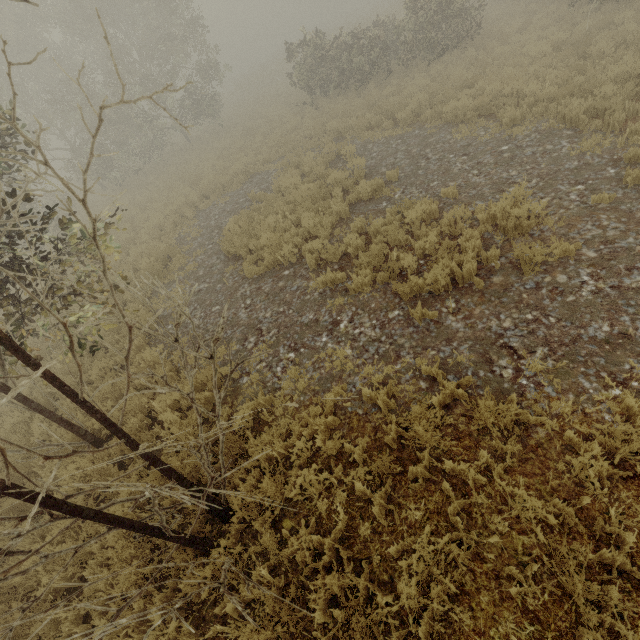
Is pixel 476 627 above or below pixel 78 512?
below
